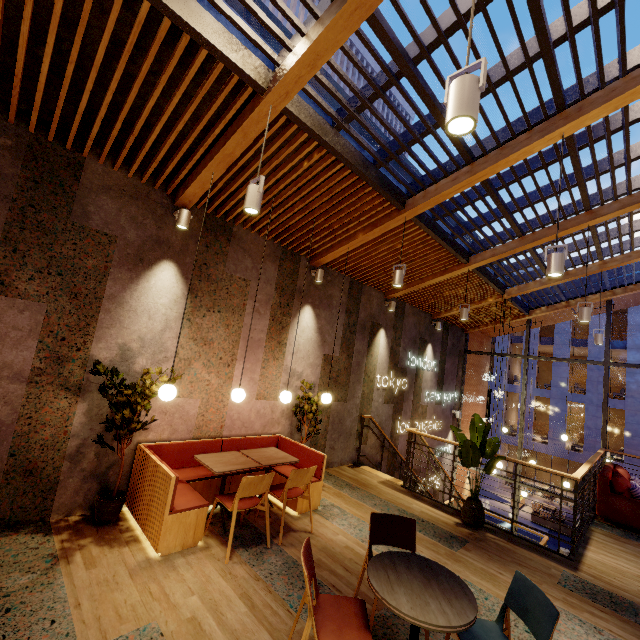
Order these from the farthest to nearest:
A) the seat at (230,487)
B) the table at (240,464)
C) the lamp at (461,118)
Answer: the seat at (230,487), the table at (240,464), the lamp at (461,118)

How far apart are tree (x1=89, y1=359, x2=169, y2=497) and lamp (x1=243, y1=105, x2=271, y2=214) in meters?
2.3 m

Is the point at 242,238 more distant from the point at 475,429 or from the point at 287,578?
the point at 475,429

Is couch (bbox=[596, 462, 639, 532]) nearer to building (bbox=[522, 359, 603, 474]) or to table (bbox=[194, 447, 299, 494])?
table (bbox=[194, 447, 299, 494])

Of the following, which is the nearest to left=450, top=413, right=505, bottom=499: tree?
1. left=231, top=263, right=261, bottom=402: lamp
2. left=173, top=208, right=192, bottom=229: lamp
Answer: left=231, top=263, right=261, bottom=402: lamp

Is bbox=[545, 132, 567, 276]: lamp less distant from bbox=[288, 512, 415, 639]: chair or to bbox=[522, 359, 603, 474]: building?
bbox=[288, 512, 415, 639]: chair

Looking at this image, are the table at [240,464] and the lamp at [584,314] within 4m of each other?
no

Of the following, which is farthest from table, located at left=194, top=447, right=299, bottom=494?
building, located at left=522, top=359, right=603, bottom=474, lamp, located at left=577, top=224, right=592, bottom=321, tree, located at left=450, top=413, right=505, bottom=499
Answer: building, located at left=522, top=359, right=603, bottom=474
